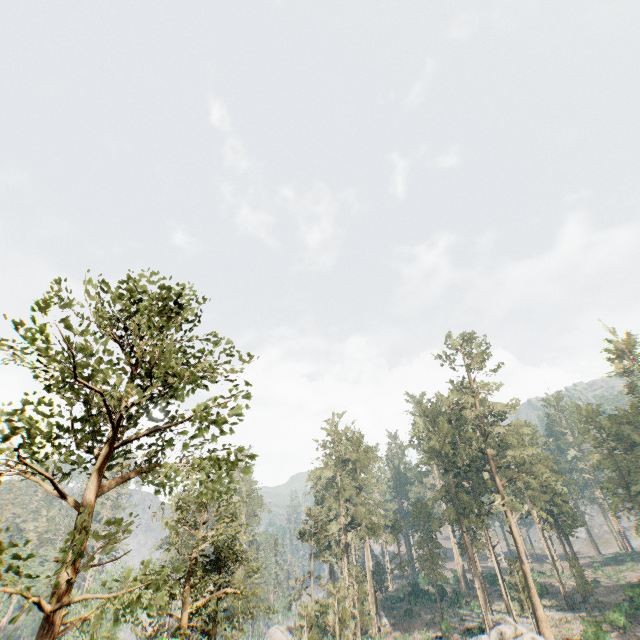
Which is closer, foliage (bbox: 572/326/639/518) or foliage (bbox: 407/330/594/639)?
foliage (bbox: 407/330/594/639)

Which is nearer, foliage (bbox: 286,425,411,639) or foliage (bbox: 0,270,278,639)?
foliage (bbox: 0,270,278,639)

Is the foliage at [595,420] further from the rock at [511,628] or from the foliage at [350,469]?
the foliage at [350,469]

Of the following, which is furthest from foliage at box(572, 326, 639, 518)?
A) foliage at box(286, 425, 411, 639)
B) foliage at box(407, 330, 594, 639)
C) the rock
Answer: foliage at box(286, 425, 411, 639)

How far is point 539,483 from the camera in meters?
49.9 m

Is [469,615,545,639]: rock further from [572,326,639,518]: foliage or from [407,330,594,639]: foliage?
[407,330,594,639]: foliage

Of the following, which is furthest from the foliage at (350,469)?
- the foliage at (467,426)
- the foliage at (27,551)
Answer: the foliage at (467,426)
